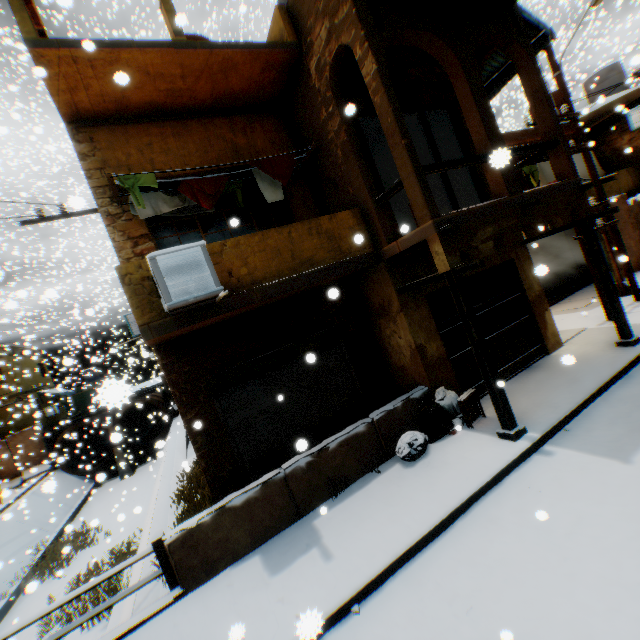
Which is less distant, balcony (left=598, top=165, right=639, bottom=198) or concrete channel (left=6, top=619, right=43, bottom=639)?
concrete channel (left=6, top=619, right=43, bottom=639)

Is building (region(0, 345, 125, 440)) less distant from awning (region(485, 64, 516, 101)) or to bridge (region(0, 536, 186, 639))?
awning (region(485, 64, 516, 101))

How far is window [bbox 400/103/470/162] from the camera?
8.2m

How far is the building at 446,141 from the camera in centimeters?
947cm

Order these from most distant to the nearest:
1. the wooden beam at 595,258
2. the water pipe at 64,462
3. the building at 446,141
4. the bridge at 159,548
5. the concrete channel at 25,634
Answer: the water pipe at 64,462
the concrete channel at 25,634
the building at 446,141
the wooden beam at 595,258
the bridge at 159,548

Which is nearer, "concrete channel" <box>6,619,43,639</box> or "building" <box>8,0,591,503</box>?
"building" <box>8,0,591,503</box>

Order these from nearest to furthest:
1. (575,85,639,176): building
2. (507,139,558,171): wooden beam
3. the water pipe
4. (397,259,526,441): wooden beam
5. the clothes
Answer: (397,259,526,441): wooden beam → (507,139,558,171): wooden beam → the clothes → (575,85,639,176): building → the water pipe

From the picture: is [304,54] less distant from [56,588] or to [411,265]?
[411,265]
